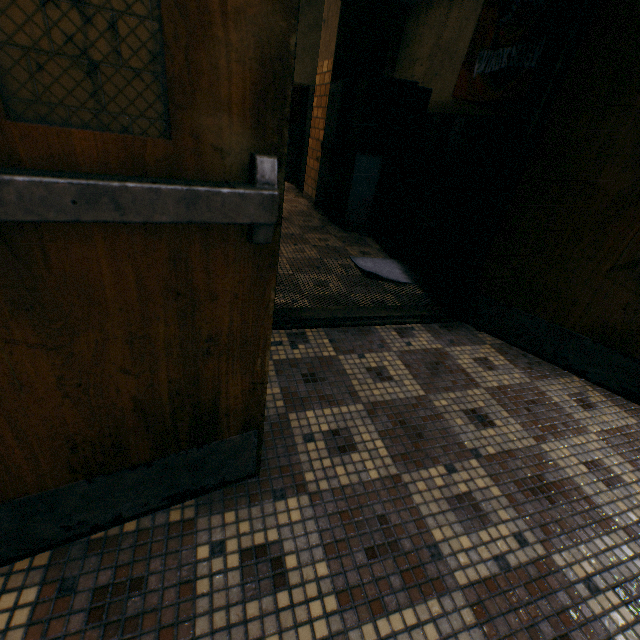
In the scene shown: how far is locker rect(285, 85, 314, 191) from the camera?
5.56m

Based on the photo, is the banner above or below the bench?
above

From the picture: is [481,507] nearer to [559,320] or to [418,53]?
[559,320]

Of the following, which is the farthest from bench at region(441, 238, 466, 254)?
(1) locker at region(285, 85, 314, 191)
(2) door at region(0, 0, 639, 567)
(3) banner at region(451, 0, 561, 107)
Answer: (3) banner at region(451, 0, 561, 107)

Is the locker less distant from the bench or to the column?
the column

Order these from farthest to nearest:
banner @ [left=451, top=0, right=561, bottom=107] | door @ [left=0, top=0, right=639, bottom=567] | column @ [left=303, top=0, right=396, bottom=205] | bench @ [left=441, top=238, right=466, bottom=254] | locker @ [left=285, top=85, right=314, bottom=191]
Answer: locker @ [left=285, top=85, right=314, bottom=191] < banner @ [left=451, top=0, right=561, bottom=107] < column @ [left=303, top=0, right=396, bottom=205] < bench @ [left=441, top=238, right=466, bottom=254] < door @ [left=0, top=0, right=639, bottom=567]

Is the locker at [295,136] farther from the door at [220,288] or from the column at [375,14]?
the door at [220,288]

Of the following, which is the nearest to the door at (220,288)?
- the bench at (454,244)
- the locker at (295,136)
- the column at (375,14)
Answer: the bench at (454,244)
